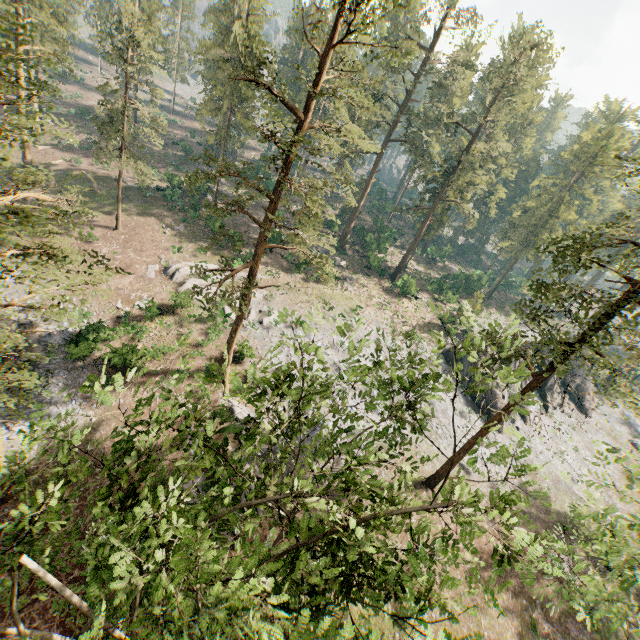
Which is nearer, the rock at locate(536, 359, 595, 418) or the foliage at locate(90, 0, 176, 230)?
the foliage at locate(90, 0, 176, 230)

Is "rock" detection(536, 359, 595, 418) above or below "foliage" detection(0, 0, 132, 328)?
below

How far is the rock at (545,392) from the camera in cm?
4019

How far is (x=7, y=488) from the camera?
8.6 meters

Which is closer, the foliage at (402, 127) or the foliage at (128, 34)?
the foliage at (402, 127)

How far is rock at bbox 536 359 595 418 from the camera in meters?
40.2

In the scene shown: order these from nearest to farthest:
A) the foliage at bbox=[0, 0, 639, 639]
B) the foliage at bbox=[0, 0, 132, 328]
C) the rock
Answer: the foliage at bbox=[0, 0, 639, 639], the foliage at bbox=[0, 0, 132, 328], the rock
